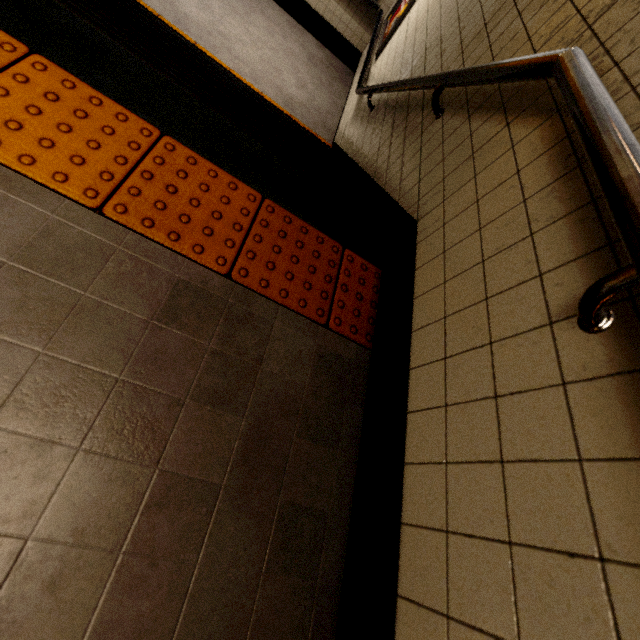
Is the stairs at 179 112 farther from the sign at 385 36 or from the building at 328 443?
the sign at 385 36

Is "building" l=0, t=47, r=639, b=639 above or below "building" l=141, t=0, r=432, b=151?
above

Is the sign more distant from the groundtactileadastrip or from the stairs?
the groundtactileadastrip

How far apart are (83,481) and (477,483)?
0.9m

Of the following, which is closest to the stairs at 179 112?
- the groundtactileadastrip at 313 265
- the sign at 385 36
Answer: the groundtactileadastrip at 313 265

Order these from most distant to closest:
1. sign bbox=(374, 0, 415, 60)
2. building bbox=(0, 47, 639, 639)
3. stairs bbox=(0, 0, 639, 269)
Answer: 1. sign bbox=(374, 0, 415, 60)
2. stairs bbox=(0, 0, 639, 269)
3. building bbox=(0, 47, 639, 639)

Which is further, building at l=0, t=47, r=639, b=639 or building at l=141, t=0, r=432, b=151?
building at l=141, t=0, r=432, b=151

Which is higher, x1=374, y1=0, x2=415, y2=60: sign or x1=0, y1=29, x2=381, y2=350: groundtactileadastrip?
x1=0, y1=29, x2=381, y2=350: groundtactileadastrip
